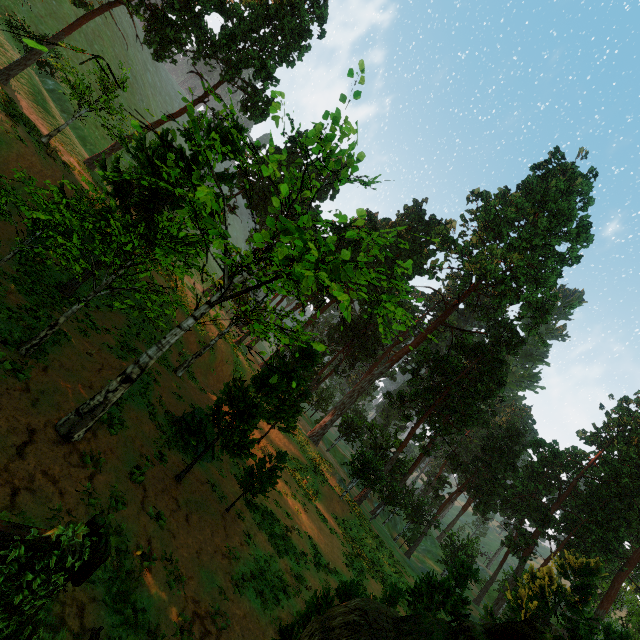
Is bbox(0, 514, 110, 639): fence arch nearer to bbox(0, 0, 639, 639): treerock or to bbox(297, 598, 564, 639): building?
bbox(297, 598, 564, 639): building

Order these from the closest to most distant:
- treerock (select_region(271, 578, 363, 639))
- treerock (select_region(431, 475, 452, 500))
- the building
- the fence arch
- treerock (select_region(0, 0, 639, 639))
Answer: the fence arch
the building
treerock (select_region(271, 578, 363, 639))
treerock (select_region(0, 0, 639, 639))
treerock (select_region(431, 475, 452, 500))

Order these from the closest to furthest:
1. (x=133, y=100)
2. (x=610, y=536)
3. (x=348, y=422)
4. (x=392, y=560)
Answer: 1. (x=392, y=560)
2. (x=610, y=536)
3. (x=348, y=422)
4. (x=133, y=100)

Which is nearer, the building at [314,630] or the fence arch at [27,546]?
the fence arch at [27,546]

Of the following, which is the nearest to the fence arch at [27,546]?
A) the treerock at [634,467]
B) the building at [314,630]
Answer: the building at [314,630]

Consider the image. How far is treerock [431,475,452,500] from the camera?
46.5 meters

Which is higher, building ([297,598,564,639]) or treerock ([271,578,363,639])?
building ([297,598,564,639])

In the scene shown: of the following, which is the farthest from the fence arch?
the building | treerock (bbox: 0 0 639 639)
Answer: treerock (bbox: 0 0 639 639)
